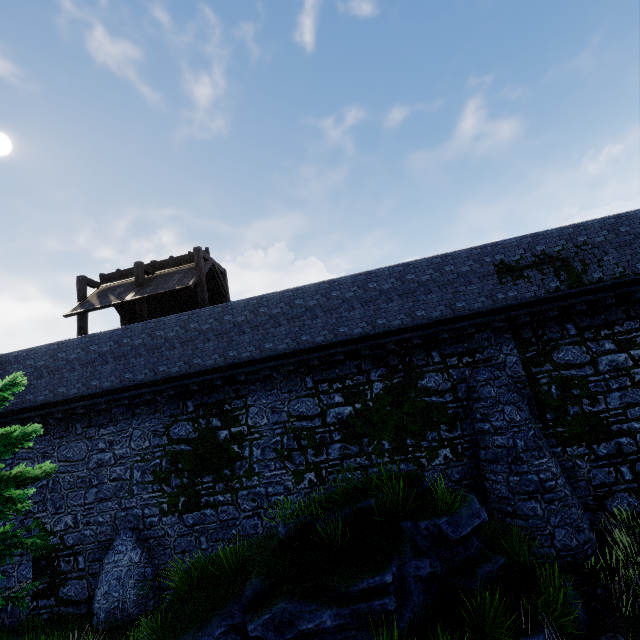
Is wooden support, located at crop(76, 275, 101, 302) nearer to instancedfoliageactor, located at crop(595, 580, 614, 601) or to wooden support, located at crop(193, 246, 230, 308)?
wooden support, located at crop(193, 246, 230, 308)

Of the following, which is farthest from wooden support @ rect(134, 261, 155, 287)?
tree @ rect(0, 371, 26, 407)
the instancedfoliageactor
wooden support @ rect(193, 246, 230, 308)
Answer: the instancedfoliageactor

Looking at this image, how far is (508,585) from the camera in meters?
7.1

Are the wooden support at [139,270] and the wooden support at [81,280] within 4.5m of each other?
yes

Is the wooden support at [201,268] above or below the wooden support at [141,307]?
above

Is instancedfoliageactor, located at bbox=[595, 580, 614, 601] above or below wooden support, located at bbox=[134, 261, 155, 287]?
below

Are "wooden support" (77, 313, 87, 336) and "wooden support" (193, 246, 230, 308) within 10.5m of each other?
yes

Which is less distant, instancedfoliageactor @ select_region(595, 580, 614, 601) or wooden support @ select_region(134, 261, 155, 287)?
instancedfoliageactor @ select_region(595, 580, 614, 601)
